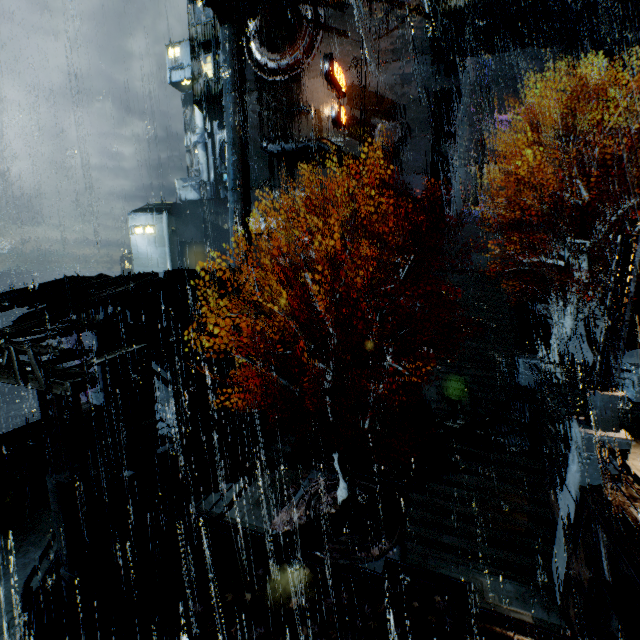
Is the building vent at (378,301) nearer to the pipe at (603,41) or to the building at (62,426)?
the building at (62,426)

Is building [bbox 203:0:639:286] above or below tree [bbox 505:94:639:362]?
above

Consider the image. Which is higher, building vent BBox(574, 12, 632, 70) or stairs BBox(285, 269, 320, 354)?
building vent BBox(574, 12, 632, 70)

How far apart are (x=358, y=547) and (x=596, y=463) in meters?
8.4 m

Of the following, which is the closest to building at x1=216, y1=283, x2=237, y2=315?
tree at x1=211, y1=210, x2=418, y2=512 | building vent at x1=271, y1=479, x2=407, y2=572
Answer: tree at x1=211, y1=210, x2=418, y2=512

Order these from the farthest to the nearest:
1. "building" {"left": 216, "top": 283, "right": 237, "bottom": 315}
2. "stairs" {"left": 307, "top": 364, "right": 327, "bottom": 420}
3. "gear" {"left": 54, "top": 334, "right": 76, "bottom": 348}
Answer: "gear" {"left": 54, "top": 334, "right": 76, "bottom": 348} → "stairs" {"left": 307, "top": 364, "right": 327, "bottom": 420} → "building" {"left": 216, "top": 283, "right": 237, "bottom": 315}

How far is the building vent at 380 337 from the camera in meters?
25.4 m

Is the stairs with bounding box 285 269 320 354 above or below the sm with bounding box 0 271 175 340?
below
